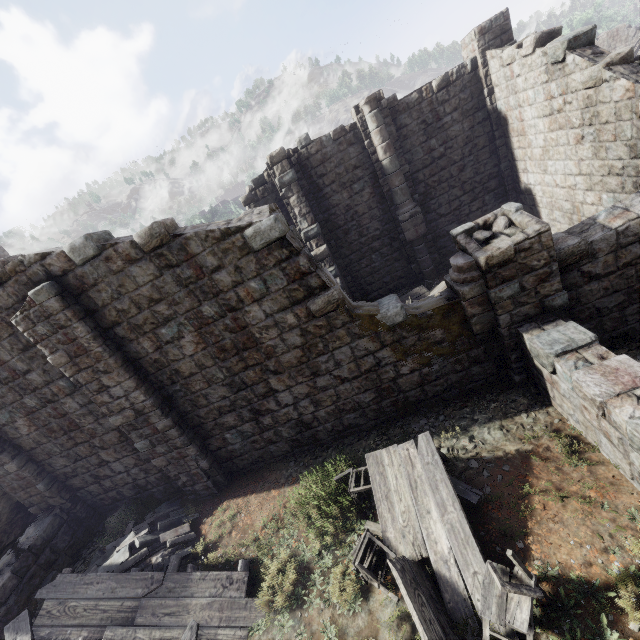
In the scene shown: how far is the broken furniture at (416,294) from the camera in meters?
12.7

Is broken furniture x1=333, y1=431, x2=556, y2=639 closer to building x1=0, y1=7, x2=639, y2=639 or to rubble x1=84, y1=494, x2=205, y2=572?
building x1=0, y1=7, x2=639, y2=639

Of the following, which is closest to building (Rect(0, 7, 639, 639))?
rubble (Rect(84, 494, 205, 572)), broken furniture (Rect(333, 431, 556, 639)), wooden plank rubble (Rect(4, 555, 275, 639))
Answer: rubble (Rect(84, 494, 205, 572))

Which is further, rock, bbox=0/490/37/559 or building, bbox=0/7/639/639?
rock, bbox=0/490/37/559

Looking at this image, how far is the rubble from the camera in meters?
7.2

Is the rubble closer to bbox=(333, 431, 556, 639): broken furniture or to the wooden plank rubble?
the wooden plank rubble

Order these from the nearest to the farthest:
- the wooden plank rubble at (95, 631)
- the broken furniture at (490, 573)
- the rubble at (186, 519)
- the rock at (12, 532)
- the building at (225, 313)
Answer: the broken furniture at (490, 573)
the wooden plank rubble at (95, 631)
the building at (225, 313)
the rubble at (186, 519)
the rock at (12, 532)

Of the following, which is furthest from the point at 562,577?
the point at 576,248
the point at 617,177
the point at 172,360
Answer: the point at 617,177
